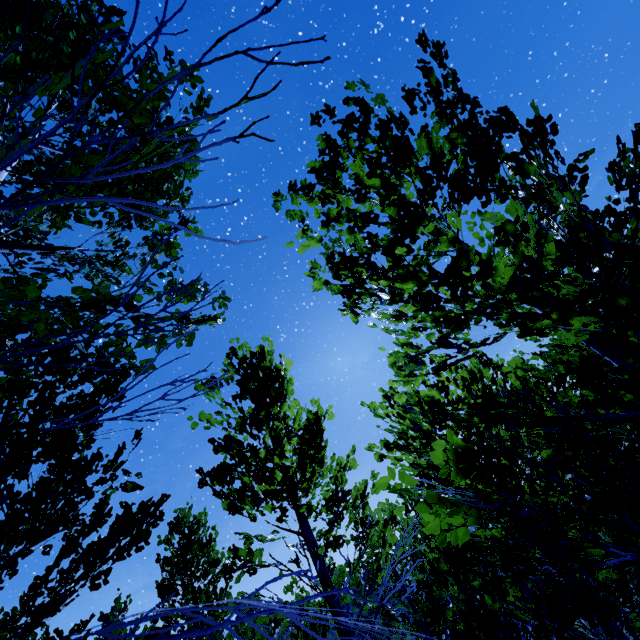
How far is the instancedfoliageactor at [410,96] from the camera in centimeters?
224cm

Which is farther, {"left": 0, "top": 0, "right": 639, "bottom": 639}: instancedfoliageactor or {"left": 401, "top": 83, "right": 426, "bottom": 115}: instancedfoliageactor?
{"left": 401, "top": 83, "right": 426, "bottom": 115}: instancedfoliageactor

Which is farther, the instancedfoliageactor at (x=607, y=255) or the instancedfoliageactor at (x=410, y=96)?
the instancedfoliageactor at (x=410, y=96)

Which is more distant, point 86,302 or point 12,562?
point 86,302

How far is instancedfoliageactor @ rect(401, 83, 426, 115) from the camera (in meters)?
2.24
